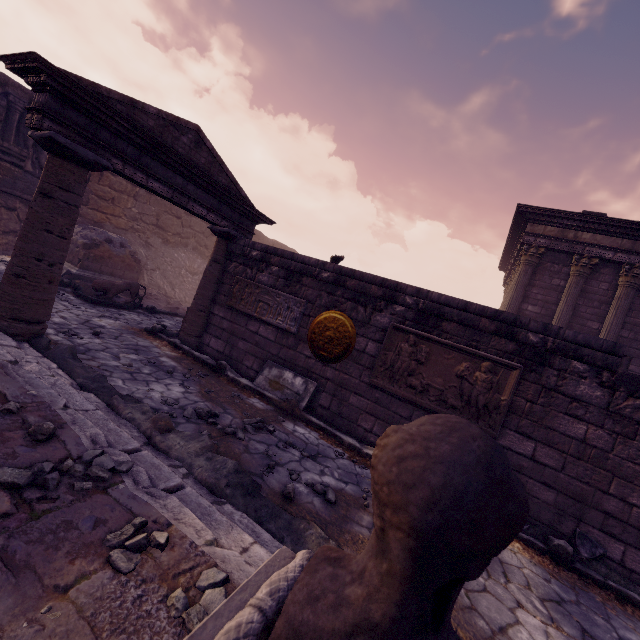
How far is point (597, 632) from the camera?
2.97m

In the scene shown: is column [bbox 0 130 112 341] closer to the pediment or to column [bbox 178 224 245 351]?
the pediment

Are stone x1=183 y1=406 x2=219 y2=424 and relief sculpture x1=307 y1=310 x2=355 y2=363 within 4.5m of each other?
yes

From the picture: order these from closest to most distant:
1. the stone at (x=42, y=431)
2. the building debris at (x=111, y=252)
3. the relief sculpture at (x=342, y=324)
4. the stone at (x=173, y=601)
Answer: the stone at (x=173, y=601)
the stone at (x=42, y=431)
the relief sculpture at (x=342, y=324)
the building debris at (x=111, y=252)

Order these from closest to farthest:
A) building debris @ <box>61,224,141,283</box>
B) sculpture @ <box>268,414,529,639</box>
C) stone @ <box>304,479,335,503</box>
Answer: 1. sculpture @ <box>268,414,529,639</box>
2. stone @ <box>304,479,335,503</box>
3. building debris @ <box>61,224,141,283</box>

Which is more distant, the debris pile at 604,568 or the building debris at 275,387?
the building debris at 275,387

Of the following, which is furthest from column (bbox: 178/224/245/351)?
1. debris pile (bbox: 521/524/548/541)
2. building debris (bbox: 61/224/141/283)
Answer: debris pile (bbox: 521/524/548/541)

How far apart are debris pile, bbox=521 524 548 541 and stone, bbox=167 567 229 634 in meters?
4.2 m
